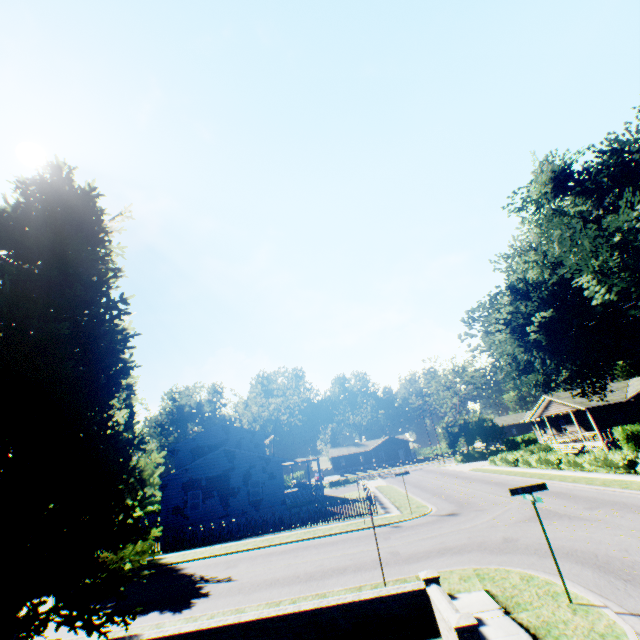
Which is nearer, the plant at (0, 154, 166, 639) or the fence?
the plant at (0, 154, 166, 639)

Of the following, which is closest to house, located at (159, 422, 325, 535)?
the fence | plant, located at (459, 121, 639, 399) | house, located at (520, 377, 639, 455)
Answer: plant, located at (459, 121, 639, 399)

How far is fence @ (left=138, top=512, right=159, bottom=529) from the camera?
36.5m

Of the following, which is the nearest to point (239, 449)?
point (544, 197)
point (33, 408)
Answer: point (33, 408)

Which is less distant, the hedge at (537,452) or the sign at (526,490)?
the sign at (526,490)

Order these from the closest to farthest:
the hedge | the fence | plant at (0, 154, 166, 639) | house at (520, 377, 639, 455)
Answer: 1. plant at (0, 154, 166, 639)
2. the hedge
3. house at (520, 377, 639, 455)
4. the fence

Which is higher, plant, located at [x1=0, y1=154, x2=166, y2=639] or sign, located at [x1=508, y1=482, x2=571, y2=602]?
plant, located at [x1=0, y1=154, x2=166, y2=639]

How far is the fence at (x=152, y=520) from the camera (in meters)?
36.47
